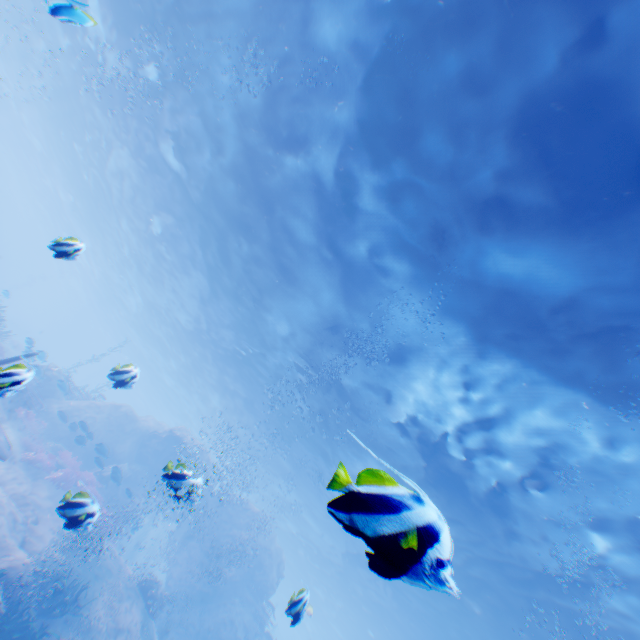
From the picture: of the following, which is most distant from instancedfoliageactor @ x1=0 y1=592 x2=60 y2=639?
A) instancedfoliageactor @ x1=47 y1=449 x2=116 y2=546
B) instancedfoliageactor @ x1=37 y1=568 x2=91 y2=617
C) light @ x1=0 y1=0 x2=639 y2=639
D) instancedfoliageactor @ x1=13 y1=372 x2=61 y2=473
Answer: light @ x1=0 y1=0 x2=639 y2=639

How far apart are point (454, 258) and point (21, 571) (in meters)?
15.32

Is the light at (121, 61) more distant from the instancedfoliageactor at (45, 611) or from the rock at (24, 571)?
the instancedfoliageactor at (45, 611)

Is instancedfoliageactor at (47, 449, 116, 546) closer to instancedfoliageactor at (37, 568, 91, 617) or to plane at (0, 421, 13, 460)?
plane at (0, 421, 13, 460)

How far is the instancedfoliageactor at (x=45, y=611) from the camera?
9.49m

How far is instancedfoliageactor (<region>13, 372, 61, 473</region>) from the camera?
14.4m

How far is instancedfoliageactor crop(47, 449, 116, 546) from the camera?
4.71m

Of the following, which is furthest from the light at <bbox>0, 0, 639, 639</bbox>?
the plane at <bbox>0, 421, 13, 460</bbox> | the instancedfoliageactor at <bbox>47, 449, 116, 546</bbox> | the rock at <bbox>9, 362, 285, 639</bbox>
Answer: the plane at <bbox>0, 421, 13, 460</bbox>
